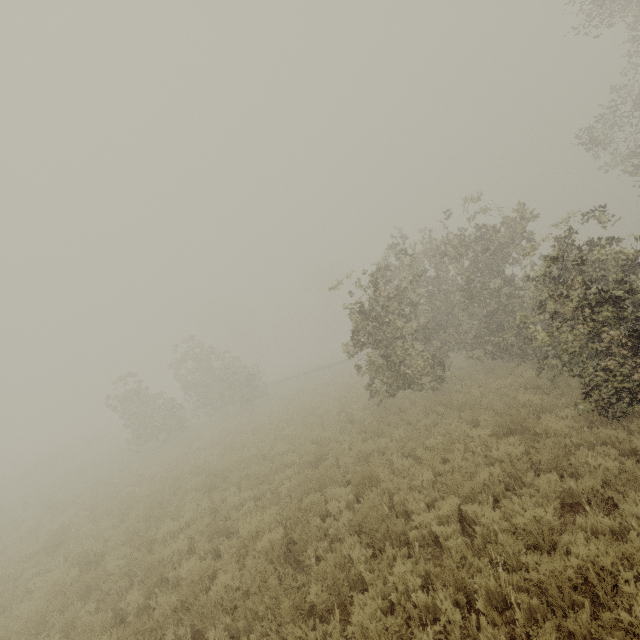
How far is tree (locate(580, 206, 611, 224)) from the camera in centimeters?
841cm

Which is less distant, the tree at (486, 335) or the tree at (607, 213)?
the tree at (486, 335)

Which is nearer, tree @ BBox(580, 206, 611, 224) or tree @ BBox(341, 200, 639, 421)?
tree @ BBox(341, 200, 639, 421)

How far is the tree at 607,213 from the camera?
8.41m

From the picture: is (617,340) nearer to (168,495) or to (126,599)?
(126,599)
